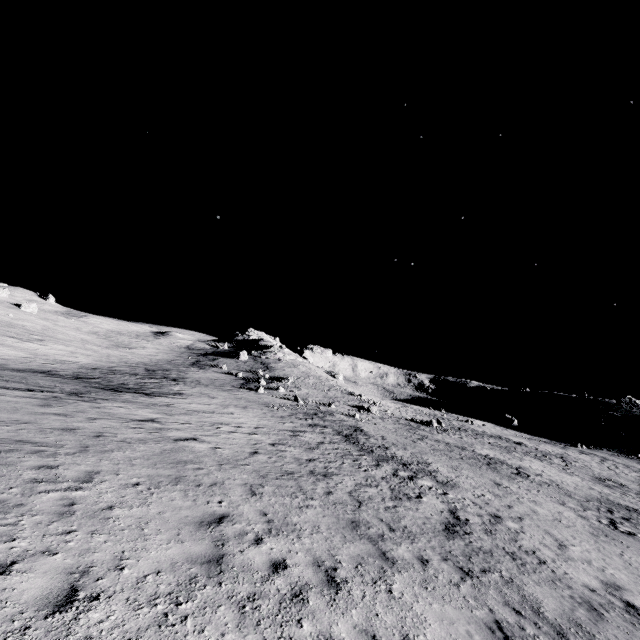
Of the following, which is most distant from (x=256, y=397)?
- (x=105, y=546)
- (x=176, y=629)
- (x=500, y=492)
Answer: (x=176, y=629)
